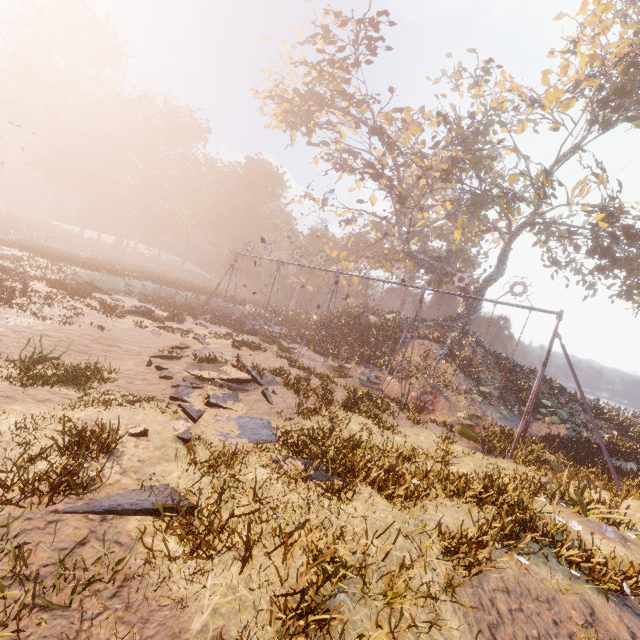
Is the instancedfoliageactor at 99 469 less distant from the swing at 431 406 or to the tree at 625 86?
the swing at 431 406

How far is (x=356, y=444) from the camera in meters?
9.2 m

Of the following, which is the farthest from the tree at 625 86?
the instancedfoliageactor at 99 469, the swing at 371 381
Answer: the instancedfoliageactor at 99 469

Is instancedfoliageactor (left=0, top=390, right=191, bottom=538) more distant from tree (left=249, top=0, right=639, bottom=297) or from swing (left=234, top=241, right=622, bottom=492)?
tree (left=249, top=0, right=639, bottom=297)

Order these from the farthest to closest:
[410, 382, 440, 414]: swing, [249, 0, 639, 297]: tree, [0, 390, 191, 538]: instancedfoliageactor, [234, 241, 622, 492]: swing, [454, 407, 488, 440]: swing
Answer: [249, 0, 639, 297]: tree < [410, 382, 440, 414]: swing < [454, 407, 488, 440]: swing < [234, 241, 622, 492]: swing < [0, 390, 191, 538]: instancedfoliageactor

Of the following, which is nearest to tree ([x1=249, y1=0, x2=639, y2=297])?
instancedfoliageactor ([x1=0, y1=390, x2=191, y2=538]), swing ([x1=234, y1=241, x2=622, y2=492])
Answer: swing ([x1=234, y1=241, x2=622, y2=492])
